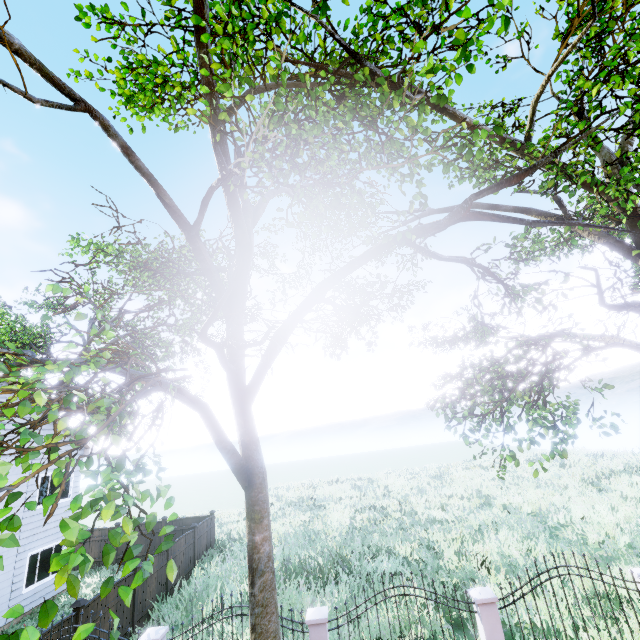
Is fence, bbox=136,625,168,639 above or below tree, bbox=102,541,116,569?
below

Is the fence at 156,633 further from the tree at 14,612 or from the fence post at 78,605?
the tree at 14,612

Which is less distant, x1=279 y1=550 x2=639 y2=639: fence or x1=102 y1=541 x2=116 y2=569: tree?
x1=102 y1=541 x2=116 y2=569: tree

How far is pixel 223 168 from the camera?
5.4m

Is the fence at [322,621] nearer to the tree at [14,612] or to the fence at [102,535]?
the tree at [14,612]

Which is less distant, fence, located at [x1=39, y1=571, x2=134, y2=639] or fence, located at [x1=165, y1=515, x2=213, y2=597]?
fence, located at [x1=39, y1=571, x2=134, y2=639]
